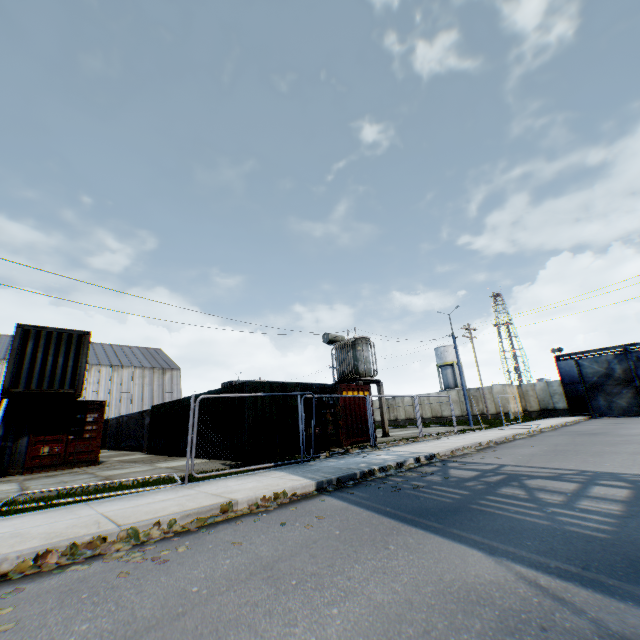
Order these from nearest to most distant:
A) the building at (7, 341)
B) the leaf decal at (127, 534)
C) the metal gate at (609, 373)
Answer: the leaf decal at (127, 534) < the metal gate at (609, 373) < the building at (7, 341)

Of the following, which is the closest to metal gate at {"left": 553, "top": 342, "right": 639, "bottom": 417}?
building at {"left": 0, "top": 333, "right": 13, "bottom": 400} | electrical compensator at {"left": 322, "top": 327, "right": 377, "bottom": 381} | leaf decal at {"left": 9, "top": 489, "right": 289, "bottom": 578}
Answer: electrical compensator at {"left": 322, "top": 327, "right": 377, "bottom": 381}

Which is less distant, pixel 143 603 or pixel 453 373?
pixel 143 603

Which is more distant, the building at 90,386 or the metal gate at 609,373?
the building at 90,386

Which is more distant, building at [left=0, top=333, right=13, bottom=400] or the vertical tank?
the vertical tank

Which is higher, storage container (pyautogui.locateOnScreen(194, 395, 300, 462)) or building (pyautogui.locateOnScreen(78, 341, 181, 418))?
building (pyautogui.locateOnScreen(78, 341, 181, 418))

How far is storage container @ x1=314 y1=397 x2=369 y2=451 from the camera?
14.7 meters

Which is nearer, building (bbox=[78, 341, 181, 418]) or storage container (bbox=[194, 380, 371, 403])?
storage container (bbox=[194, 380, 371, 403])
